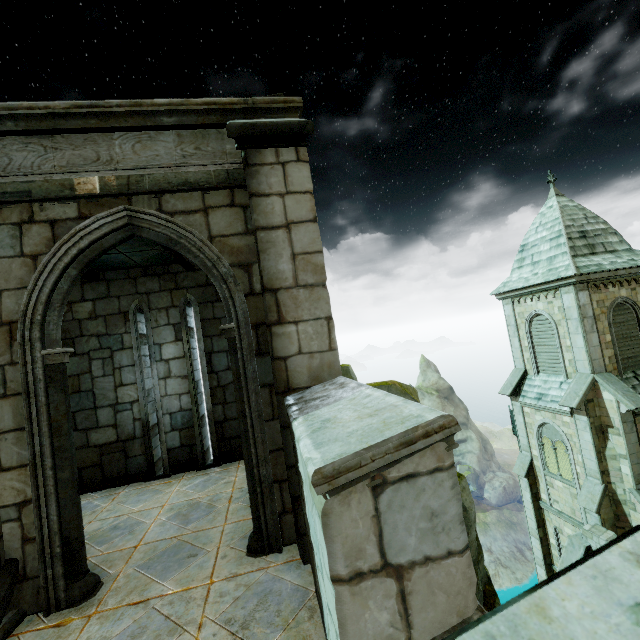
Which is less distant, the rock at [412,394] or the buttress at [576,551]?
the rock at [412,394]

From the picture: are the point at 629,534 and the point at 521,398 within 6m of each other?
no

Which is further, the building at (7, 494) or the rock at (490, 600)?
the rock at (490, 600)

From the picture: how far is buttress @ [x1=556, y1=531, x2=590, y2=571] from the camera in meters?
14.5 m

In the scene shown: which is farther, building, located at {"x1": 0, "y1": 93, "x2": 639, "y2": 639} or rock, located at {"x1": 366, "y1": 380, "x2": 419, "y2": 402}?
rock, located at {"x1": 366, "y1": 380, "x2": 419, "y2": 402}

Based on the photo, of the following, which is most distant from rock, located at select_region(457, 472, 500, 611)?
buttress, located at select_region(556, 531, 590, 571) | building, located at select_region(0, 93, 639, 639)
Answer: buttress, located at select_region(556, 531, 590, 571)
